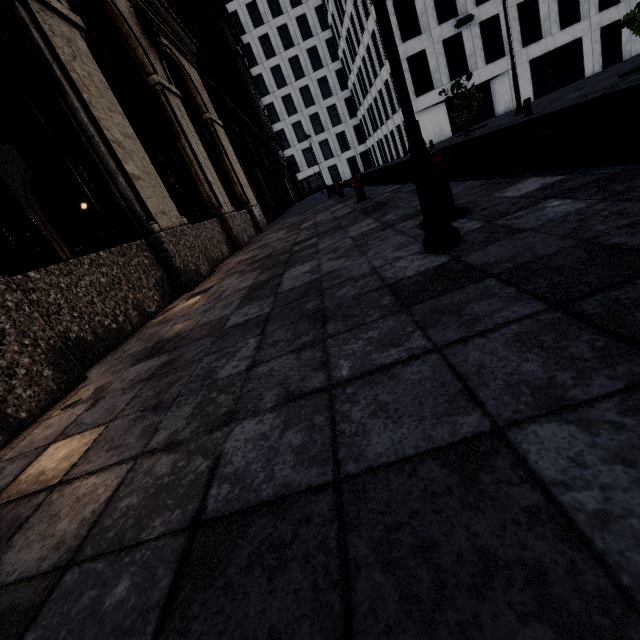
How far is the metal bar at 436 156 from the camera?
2.6m

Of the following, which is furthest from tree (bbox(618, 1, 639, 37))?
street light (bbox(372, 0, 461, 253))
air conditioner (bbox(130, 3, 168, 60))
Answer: air conditioner (bbox(130, 3, 168, 60))

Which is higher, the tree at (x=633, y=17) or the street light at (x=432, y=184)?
the tree at (x=633, y=17)

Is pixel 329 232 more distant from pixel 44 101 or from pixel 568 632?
pixel 568 632

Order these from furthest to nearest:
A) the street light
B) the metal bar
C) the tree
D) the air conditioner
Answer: the tree, the air conditioner, the metal bar, the street light

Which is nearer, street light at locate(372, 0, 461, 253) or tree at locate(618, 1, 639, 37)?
street light at locate(372, 0, 461, 253)

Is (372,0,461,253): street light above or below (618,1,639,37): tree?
below

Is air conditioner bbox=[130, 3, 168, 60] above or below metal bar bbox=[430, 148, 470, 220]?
above
